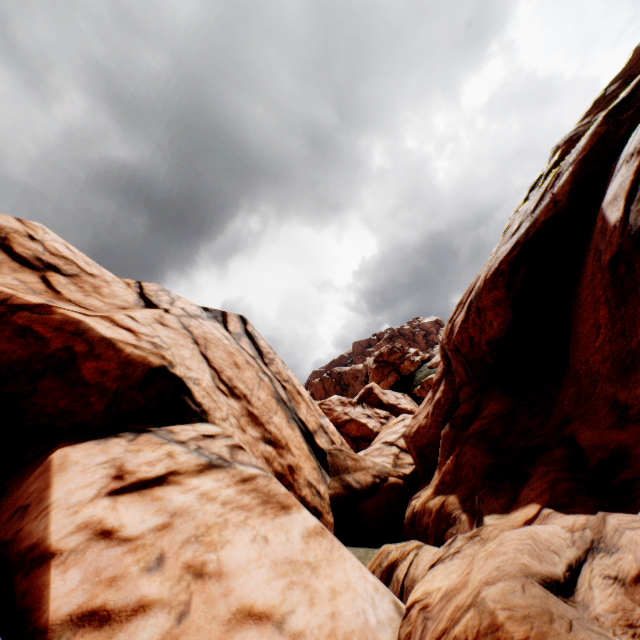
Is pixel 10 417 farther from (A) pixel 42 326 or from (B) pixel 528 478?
(B) pixel 528 478
